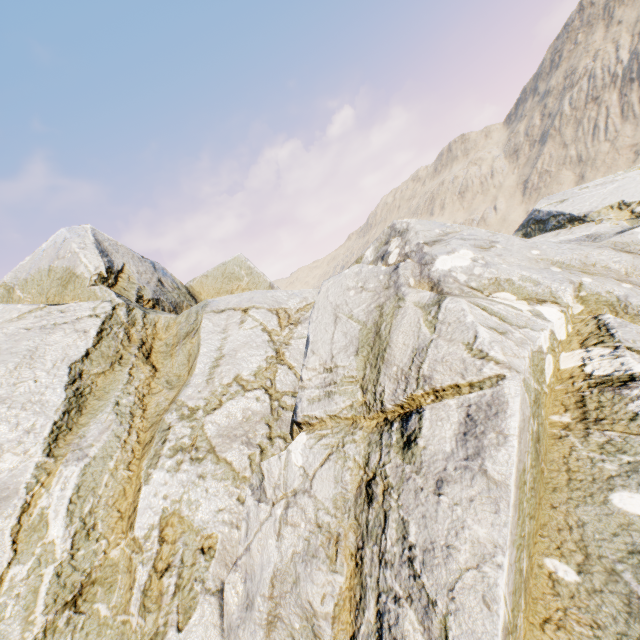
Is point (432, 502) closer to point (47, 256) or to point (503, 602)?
point (503, 602)
